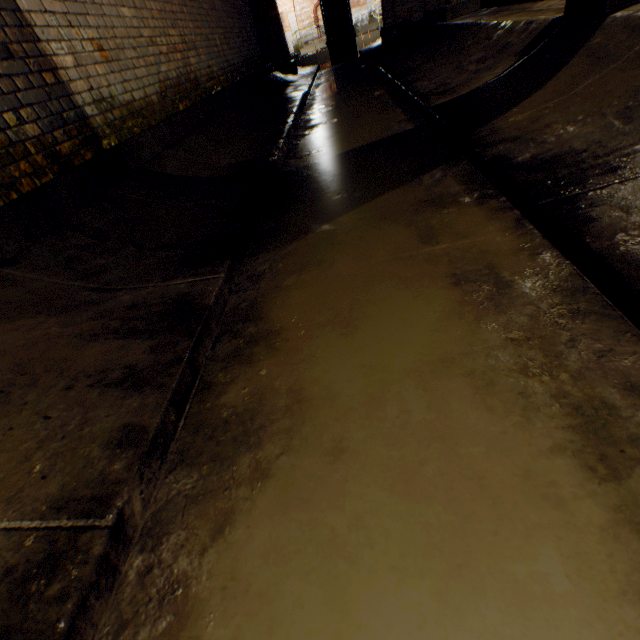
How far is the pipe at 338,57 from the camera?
13.4 meters

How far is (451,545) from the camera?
0.77m

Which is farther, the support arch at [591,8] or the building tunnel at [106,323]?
the support arch at [591,8]

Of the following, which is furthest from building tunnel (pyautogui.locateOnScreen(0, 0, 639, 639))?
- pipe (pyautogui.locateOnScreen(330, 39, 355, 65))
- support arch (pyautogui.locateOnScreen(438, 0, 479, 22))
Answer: pipe (pyautogui.locateOnScreen(330, 39, 355, 65))

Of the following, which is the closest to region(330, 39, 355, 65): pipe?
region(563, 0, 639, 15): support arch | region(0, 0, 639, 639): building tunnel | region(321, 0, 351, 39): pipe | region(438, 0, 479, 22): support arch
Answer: region(321, 0, 351, 39): pipe

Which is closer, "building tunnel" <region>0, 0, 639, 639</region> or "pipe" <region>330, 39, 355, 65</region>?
"building tunnel" <region>0, 0, 639, 639</region>

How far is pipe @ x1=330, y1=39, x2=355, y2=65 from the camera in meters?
13.4 m

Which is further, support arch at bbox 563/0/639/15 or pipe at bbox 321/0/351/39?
pipe at bbox 321/0/351/39
